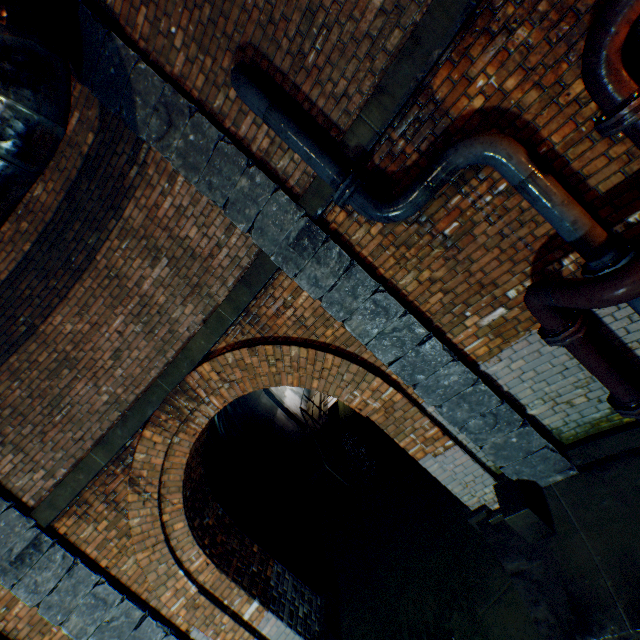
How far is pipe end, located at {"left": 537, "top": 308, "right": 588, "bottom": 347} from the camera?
2.8 meters

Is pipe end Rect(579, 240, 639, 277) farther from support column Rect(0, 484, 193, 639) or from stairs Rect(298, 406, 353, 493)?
stairs Rect(298, 406, 353, 493)

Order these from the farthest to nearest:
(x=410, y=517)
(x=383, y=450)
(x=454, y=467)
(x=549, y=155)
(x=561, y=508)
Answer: (x=383, y=450)
(x=410, y=517)
(x=454, y=467)
(x=561, y=508)
(x=549, y=155)

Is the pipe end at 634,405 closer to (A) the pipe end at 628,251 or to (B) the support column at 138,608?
(A) the pipe end at 628,251

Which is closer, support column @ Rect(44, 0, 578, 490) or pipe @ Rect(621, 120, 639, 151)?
pipe @ Rect(621, 120, 639, 151)

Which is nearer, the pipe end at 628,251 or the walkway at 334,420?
the pipe end at 628,251

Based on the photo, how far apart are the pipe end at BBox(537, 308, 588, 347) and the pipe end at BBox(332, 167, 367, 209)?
2.2 meters
